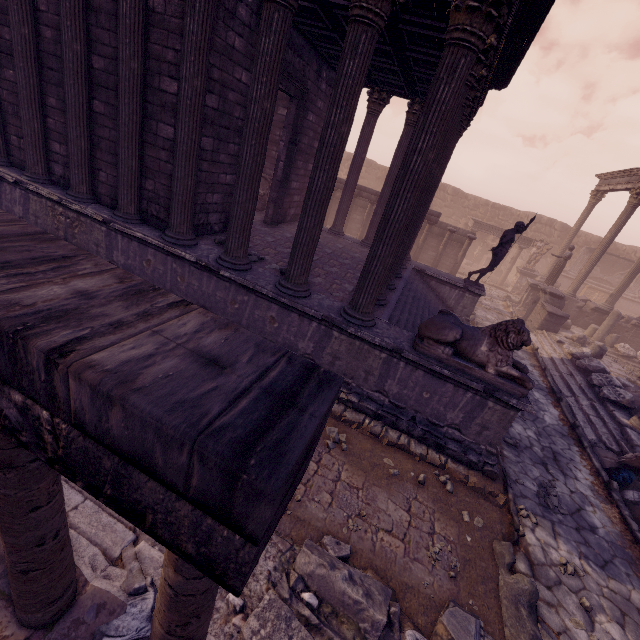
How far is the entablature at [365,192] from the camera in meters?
17.0 m

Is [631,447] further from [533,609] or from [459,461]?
[533,609]

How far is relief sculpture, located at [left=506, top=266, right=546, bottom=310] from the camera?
17.80m

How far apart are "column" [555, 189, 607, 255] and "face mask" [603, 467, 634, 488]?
17.6m

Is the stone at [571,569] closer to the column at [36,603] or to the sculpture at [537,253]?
the column at [36,603]

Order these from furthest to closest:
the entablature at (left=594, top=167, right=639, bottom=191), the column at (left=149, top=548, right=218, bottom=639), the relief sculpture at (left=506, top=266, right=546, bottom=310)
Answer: the relief sculpture at (left=506, top=266, right=546, bottom=310) → the entablature at (left=594, top=167, right=639, bottom=191) → the column at (left=149, top=548, right=218, bottom=639)

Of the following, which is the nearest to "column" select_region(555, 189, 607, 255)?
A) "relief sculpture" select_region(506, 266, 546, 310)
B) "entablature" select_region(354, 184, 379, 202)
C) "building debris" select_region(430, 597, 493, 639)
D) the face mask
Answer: "relief sculpture" select_region(506, 266, 546, 310)

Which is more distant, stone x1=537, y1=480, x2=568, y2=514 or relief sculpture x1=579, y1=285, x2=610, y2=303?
relief sculpture x1=579, y1=285, x2=610, y2=303
